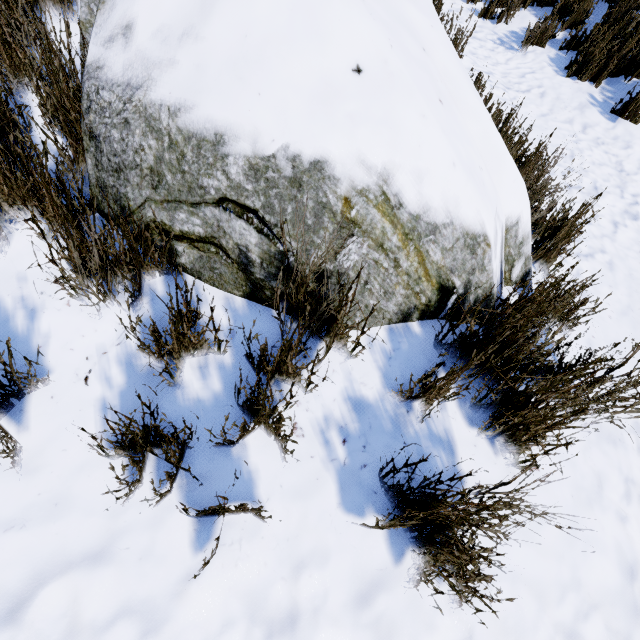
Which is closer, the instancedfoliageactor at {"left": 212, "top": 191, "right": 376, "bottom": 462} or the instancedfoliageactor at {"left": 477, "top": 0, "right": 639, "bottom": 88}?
the instancedfoliageactor at {"left": 212, "top": 191, "right": 376, "bottom": 462}

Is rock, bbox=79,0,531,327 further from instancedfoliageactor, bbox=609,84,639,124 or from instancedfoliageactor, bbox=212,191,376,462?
instancedfoliageactor, bbox=609,84,639,124

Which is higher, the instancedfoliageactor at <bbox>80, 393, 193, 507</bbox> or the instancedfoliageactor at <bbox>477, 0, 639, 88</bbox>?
the instancedfoliageactor at <bbox>477, 0, 639, 88</bbox>

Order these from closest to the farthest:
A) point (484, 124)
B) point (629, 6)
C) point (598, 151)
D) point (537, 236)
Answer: point (484, 124) < point (537, 236) < point (598, 151) < point (629, 6)

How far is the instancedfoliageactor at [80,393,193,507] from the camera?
1.0m

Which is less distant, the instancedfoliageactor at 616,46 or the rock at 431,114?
the rock at 431,114

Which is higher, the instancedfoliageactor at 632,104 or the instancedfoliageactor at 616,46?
the instancedfoliageactor at 616,46
